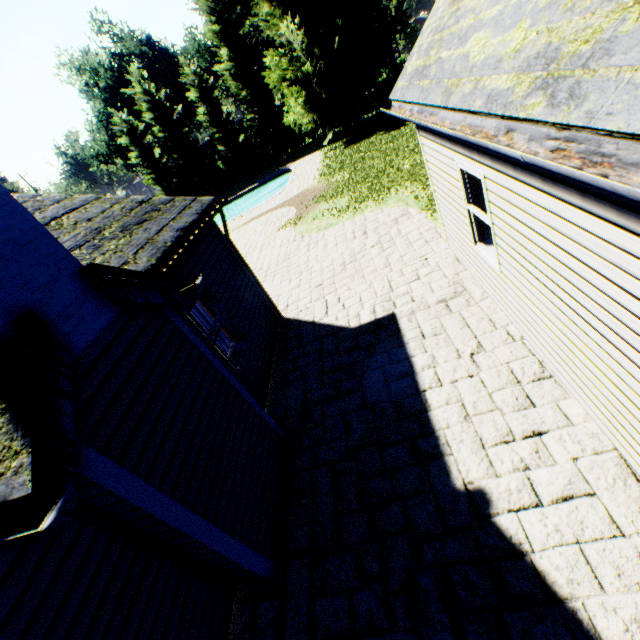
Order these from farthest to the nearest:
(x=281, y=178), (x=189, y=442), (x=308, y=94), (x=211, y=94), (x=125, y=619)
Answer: (x=211, y=94), (x=281, y=178), (x=308, y=94), (x=189, y=442), (x=125, y=619)

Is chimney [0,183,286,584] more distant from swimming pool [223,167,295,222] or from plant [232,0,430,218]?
swimming pool [223,167,295,222]

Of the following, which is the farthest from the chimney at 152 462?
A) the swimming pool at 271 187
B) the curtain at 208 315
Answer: the swimming pool at 271 187

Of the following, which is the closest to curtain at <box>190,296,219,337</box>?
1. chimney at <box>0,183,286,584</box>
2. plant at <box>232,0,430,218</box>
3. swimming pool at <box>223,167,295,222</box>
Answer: chimney at <box>0,183,286,584</box>

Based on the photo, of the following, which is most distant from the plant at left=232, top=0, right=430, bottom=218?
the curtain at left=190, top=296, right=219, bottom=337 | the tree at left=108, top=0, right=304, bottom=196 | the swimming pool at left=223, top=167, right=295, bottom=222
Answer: the curtain at left=190, top=296, right=219, bottom=337

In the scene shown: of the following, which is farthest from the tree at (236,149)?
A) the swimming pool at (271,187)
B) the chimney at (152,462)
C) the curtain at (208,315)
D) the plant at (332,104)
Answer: the curtain at (208,315)

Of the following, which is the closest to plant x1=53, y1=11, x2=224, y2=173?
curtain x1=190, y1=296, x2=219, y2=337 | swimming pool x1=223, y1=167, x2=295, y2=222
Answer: swimming pool x1=223, y1=167, x2=295, y2=222

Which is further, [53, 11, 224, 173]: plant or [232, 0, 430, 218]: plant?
[53, 11, 224, 173]: plant
